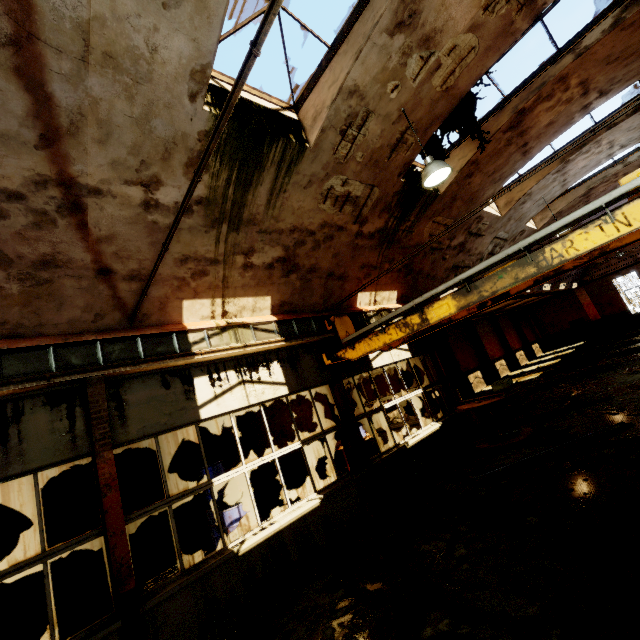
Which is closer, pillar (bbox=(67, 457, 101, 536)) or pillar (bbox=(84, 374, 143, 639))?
pillar (bbox=(84, 374, 143, 639))

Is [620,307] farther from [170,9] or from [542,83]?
[170,9]

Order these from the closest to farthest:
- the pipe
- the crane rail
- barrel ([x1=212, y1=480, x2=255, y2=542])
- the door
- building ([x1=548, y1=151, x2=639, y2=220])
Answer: the pipe < the crane rail < barrel ([x1=212, y1=480, x2=255, y2=542]) < building ([x1=548, y1=151, x2=639, y2=220]) < the door

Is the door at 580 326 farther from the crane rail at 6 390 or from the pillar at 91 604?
the pillar at 91 604

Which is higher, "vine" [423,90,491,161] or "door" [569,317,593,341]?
"vine" [423,90,491,161]

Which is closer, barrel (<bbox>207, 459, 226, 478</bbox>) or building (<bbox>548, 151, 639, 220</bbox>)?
barrel (<bbox>207, 459, 226, 478</bbox>)

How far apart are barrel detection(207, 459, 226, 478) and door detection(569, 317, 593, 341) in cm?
3695

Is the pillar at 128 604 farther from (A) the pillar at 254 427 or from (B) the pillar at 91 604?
(A) the pillar at 254 427
